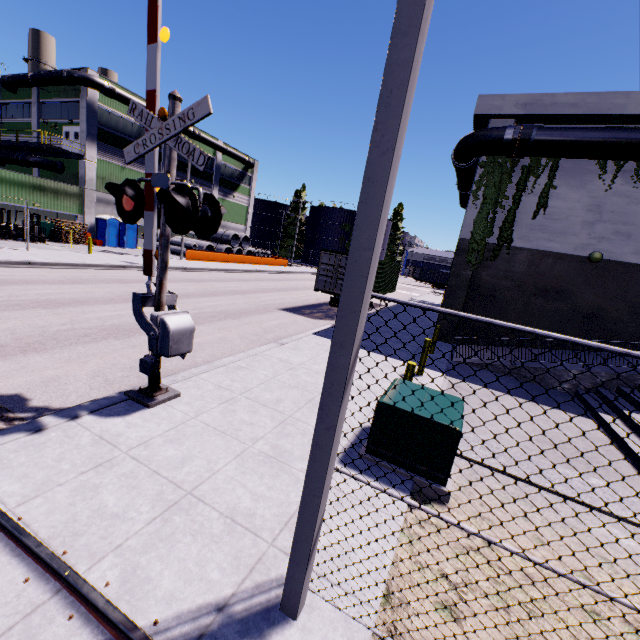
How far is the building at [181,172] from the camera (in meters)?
38.03

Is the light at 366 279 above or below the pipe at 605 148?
below

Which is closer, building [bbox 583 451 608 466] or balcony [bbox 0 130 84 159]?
building [bbox 583 451 608 466]

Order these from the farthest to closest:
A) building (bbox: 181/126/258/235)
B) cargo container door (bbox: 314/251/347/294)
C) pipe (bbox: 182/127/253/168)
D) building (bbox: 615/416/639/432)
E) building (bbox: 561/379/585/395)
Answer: building (bbox: 181/126/258/235)
pipe (bbox: 182/127/253/168)
cargo container door (bbox: 314/251/347/294)
building (bbox: 561/379/585/395)
building (bbox: 615/416/639/432)

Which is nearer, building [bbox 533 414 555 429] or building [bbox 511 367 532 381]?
building [bbox 533 414 555 429]

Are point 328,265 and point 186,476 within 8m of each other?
no

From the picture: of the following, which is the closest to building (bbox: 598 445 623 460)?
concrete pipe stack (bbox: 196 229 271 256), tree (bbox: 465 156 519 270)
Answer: tree (bbox: 465 156 519 270)

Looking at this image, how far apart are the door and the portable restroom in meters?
5.8
